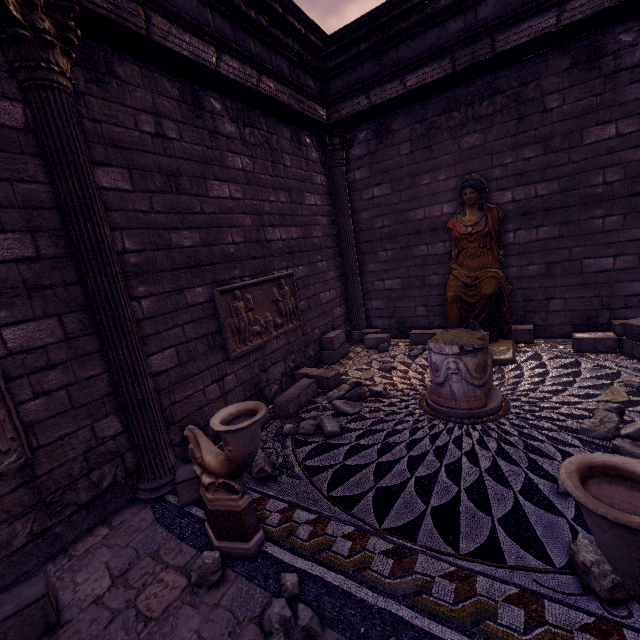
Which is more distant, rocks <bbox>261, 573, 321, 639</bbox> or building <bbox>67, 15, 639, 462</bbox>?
building <bbox>67, 15, 639, 462</bbox>

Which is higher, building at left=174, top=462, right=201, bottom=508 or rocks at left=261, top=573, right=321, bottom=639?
building at left=174, top=462, right=201, bottom=508

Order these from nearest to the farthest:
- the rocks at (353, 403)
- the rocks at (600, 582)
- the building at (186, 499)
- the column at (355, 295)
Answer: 1. the rocks at (600, 582)
2. the building at (186, 499)
3. the rocks at (353, 403)
4. the column at (355, 295)

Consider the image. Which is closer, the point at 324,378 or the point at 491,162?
the point at 324,378

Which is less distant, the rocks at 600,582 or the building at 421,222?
the rocks at 600,582

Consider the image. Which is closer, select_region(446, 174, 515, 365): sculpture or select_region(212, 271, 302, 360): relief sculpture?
select_region(212, 271, 302, 360): relief sculpture

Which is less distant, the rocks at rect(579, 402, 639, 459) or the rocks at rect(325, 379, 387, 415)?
the rocks at rect(579, 402, 639, 459)

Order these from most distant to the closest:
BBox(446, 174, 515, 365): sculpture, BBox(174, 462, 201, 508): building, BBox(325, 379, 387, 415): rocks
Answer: BBox(446, 174, 515, 365): sculpture
BBox(325, 379, 387, 415): rocks
BBox(174, 462, 201, 508): building
